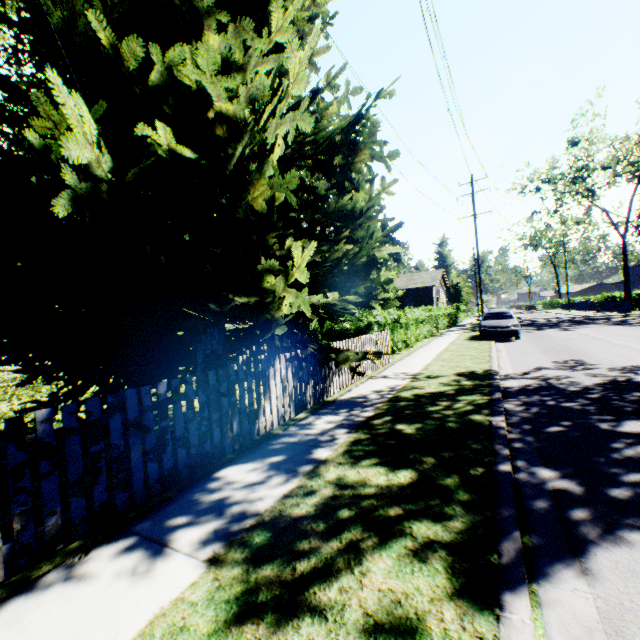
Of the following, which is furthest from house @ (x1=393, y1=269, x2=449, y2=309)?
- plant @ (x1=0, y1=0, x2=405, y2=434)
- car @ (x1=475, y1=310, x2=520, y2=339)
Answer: car @ (x1=475, y1=310, x2=520, y2=339)

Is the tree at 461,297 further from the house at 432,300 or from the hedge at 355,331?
the hedge at 355,331

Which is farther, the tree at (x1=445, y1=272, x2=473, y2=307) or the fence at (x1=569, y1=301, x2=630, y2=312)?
the tree at (x1=445, y1=272, x2=473, y2=307)

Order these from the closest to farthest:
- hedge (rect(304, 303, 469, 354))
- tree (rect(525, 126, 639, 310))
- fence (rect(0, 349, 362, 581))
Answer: fence (rect(0, 349, 362, 581)) < hedge (rect(304, 303, 469, 354)) < tree (rect(525, 126, 639, 310))

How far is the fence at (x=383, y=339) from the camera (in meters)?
8.59

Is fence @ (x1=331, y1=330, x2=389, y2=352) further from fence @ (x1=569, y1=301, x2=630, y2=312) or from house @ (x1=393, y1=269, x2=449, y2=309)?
fence @ (x1=569, y1=301, x2=630, y2=312)

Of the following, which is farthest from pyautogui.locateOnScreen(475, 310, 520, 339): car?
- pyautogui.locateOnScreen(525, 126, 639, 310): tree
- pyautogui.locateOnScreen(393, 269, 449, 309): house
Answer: pyautogui.locateOnScreen(525, 126, 639, 310): tree

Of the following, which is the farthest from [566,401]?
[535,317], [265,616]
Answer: [535,317]
